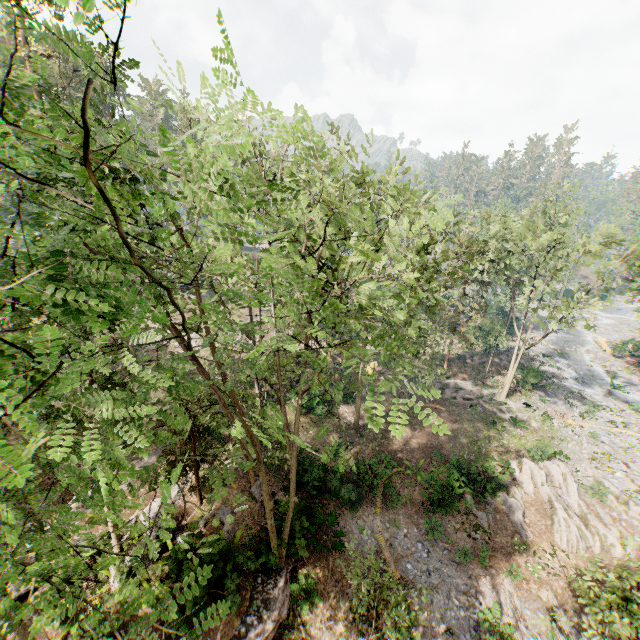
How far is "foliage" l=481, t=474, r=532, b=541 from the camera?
19.17m

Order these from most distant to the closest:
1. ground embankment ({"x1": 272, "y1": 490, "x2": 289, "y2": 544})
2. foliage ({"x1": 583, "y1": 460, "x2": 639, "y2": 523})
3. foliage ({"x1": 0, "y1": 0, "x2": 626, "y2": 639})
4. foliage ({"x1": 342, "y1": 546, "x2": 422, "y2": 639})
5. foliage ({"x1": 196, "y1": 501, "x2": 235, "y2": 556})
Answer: foliage ({"x1": 583, "y1": 460, "x2": 639, "y2": 523}) < ground embankment ({"x1": 272, "y1": 490, "x2": 289, "y2": 544}) < foliage ({"x1": 342, "y1": 546, "x2": 422, "y2": 639}) < foliage ({"x1": 196, "y1": 501, "x2": 235, "y2": 556}) < foliage ({"x1": 0, "y1": 0, "x2": 626, "y2": 639})

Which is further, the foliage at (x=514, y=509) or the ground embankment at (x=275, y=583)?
the foliage at (x=514, y=509)

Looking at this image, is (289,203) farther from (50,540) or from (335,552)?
(335,552)

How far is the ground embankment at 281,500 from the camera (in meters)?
15.45

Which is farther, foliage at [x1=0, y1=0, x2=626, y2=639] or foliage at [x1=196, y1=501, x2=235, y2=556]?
foliage at [x1=196, y1=501, x2=235, y2=556]

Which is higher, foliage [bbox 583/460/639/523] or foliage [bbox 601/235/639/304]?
foliage [bbox 601/235/639/304]

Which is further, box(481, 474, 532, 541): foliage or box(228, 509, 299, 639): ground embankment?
box(481, 474, 532, 541): foliage
